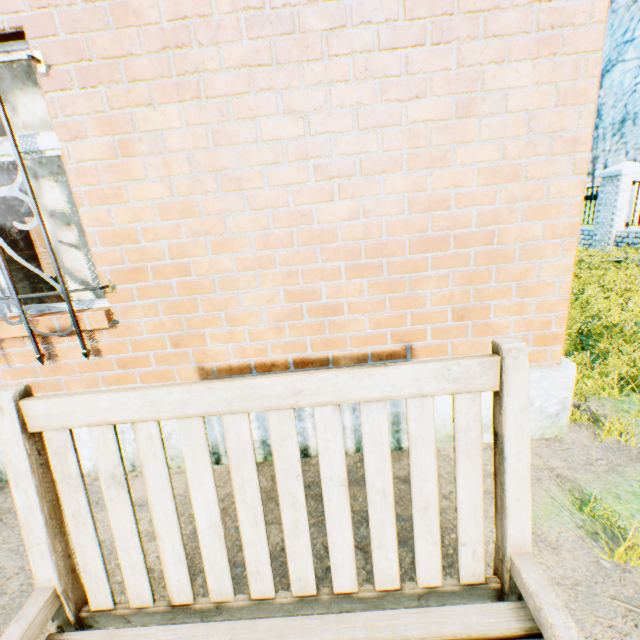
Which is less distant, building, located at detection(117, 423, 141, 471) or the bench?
the bench

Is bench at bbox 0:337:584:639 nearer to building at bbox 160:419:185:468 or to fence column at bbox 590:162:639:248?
building at bbox 160:419:185:468

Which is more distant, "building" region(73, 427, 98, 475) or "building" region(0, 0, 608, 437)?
"building" region(73, 427, 98, 475)

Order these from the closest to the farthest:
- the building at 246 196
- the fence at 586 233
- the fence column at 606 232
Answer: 1. the building at 246 196
2. the fence column at 606 232
3. the fence at 586 233

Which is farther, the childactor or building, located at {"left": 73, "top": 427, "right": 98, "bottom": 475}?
the childactor

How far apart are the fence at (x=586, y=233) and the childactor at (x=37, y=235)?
17.15m

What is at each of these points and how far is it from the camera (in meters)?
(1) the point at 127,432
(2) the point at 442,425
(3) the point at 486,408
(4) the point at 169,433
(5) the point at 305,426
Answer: (1) building, 2.56
(2) building, 2.53
(3) building, 2.49
(4) building, 2.56
(5) building, 2.54

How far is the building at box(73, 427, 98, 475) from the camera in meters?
2.6 m
